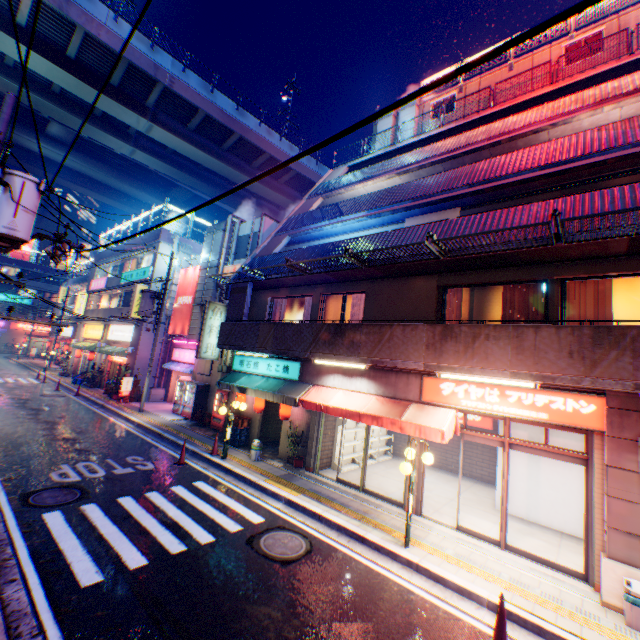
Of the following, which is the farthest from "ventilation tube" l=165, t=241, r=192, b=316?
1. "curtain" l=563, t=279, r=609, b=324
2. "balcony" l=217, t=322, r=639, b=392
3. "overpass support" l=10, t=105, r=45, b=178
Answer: "curtain" l=563, t=279, r=609, b=324

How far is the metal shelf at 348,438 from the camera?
12.8m

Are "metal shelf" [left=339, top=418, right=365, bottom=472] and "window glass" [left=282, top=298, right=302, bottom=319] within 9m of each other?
yes

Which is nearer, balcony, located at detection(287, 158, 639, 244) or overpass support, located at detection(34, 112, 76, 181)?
balcony, located at detection(287, 158, 639, 244)

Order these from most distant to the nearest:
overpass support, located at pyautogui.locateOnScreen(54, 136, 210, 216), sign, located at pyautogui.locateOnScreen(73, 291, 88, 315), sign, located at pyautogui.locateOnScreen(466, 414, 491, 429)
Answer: overpass support, located at pyautogui.locateOnScreen(54, 136, 210, 216)
sign, located at pyautogui.locateOnScreen(73, 291, 88, 315)
sign, located at pyautogui.locateOnScreen(466, 414, 491, 429)

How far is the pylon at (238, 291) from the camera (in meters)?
14.25

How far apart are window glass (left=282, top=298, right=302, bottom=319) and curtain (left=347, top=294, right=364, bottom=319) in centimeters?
236cm

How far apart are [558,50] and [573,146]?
9.3m
